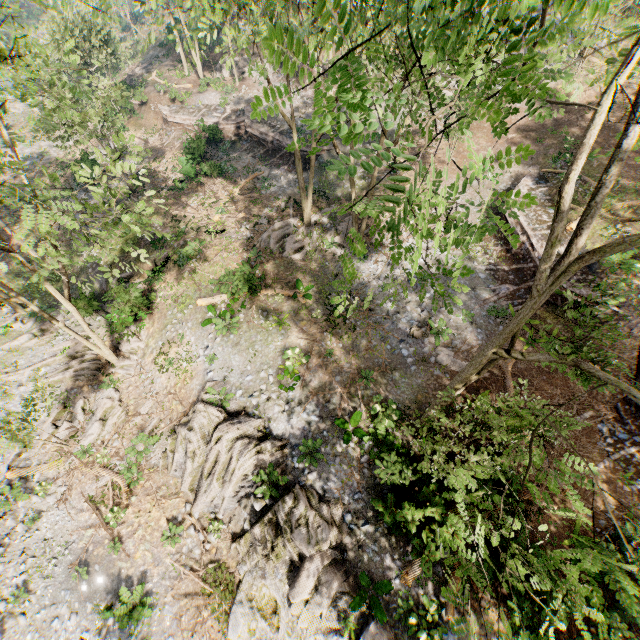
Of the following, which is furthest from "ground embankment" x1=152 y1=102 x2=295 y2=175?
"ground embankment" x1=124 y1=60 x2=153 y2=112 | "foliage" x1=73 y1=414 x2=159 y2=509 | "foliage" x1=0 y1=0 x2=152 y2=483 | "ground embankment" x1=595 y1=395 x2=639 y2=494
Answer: "ground embankment" x1=595 y1=395 x2=639 y2=494

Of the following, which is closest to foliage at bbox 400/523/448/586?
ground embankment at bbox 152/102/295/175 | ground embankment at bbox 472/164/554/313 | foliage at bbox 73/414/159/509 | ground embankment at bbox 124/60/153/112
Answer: ground embankment at bbox 152/102/295/175

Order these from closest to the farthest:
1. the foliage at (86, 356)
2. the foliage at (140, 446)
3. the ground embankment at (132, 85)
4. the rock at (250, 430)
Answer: the foliage at (86, 356) → the rock at (250, 430) → the foliage at (140, 446) → the ground embankment at (132, 85)

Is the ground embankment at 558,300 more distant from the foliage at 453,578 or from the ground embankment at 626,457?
the foliage at 453,578

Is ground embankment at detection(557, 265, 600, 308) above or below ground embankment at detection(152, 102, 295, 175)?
above

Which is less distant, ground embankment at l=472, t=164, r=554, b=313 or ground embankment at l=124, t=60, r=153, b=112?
ground embankment at l=472, t=164, r=554, b=313

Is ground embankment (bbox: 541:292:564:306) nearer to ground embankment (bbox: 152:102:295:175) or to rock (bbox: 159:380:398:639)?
rock (bbox: 159:380:398:639)

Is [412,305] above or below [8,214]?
above
